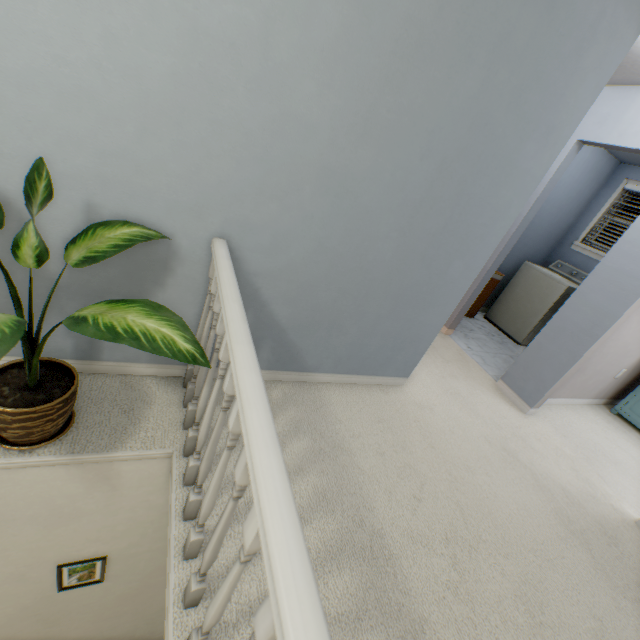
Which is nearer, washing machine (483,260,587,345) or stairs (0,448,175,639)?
stairs (0,448,175,639)

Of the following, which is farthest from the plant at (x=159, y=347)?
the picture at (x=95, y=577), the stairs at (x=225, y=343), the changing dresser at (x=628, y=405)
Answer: the changing dresser at (x=628, y=405)

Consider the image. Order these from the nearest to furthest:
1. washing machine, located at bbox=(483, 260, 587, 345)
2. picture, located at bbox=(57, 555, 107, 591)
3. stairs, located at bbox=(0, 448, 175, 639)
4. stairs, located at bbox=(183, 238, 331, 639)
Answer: stairs, located at bbox=(183, 238, 331, 639) → stairs, located at bbox=(0, 448, 175, 639) → picture, located at bbox=(57, 555, 107, 591) → washing machine, located at bbox=(483, 260, 587, 345)

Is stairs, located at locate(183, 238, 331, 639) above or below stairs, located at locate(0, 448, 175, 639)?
above

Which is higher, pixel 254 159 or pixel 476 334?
pixel 254 159

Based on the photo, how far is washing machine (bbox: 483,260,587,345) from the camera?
4.1 meters

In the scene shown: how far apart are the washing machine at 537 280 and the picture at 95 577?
4.8m

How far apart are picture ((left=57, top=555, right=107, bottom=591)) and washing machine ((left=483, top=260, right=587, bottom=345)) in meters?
4.8
